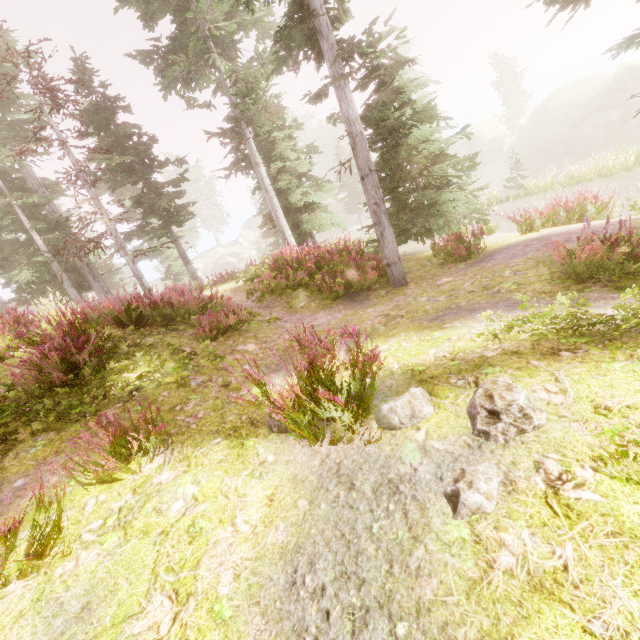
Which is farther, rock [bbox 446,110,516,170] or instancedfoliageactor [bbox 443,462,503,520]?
rock [bbox 446,110,516,170]

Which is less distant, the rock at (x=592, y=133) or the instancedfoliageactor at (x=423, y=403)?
the instancedfoliageactor at (x=423, y=403)

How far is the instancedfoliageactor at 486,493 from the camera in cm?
201

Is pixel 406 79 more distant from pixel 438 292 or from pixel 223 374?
pixel 223 374

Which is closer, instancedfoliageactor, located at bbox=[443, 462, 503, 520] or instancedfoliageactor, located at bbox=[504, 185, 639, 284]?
instancedfoliageactor, located at bbox=[443, 462, 503, 520]

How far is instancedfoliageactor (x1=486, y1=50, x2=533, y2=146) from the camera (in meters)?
43.28

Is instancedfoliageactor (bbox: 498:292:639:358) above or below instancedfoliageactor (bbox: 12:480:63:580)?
below
